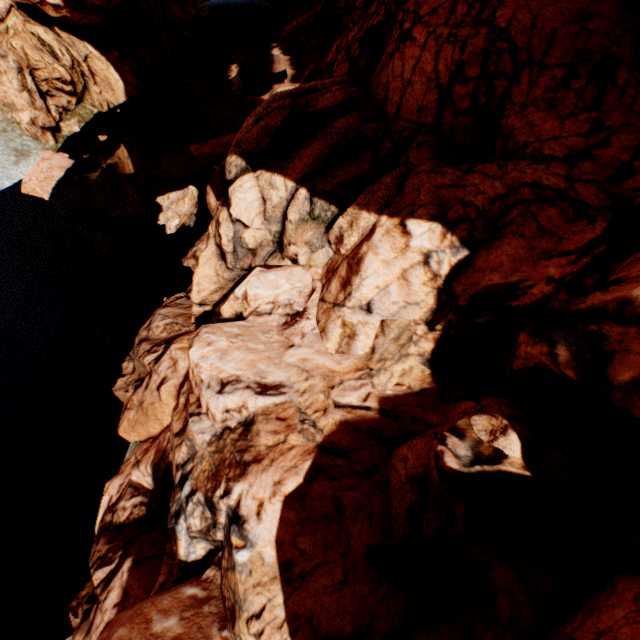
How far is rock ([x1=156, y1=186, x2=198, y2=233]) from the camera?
14.4 meters

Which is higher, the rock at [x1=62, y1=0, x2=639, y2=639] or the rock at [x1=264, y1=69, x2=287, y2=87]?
the rock at [x1=62, y1=0, x2=639, y2=639]

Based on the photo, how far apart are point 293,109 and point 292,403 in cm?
643

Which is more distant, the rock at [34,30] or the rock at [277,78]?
the rock at [277,78]

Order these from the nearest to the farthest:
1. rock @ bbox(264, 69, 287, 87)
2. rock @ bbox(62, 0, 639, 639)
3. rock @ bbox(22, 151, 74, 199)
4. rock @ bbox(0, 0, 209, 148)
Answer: rock @ bbox(62, 0, 639, 639)
rock @ bbox(22, 151, 74, 199)
rock @ bbox(0, 0, 209, 148)
rock @ bbox(264, 69, 287, 87)

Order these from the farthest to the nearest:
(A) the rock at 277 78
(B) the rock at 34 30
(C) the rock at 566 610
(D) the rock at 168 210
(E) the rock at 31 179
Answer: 1. (A) the rock at 277 78
2. (B) the rock at 34 30
3. (E) the rock at 31 179
4. (D) the rock at 168 210
5. (C) the rock at 566 610
